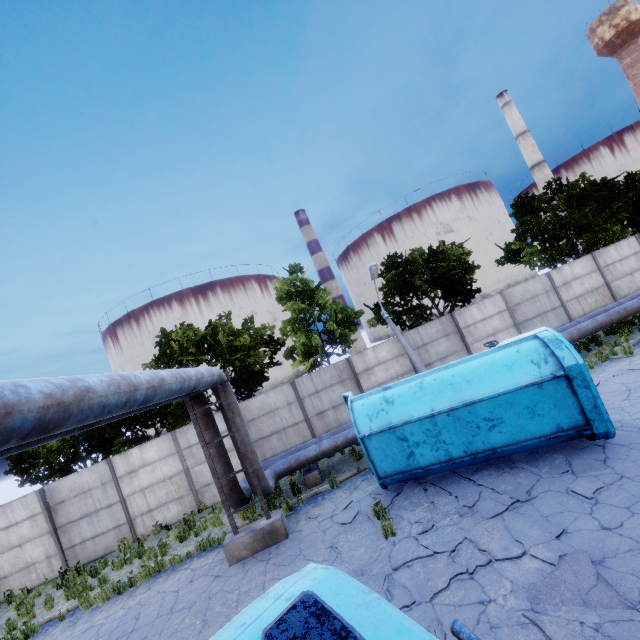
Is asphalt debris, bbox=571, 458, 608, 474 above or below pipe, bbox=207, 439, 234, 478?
below

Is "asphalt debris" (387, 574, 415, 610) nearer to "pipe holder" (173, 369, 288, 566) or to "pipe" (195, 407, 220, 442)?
"pipe holder" (173, 369, 288, 566)

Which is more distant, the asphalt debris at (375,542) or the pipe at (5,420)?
the asphalt debris at (375,542)

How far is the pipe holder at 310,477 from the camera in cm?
1179

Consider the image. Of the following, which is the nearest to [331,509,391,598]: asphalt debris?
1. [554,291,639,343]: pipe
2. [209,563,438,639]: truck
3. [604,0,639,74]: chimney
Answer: [209,563,438,639]: truck

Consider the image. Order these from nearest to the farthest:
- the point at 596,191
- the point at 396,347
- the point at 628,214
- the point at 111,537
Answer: the point at 111,537
the point at 396,347
the point at 596,191
the point at 628,214

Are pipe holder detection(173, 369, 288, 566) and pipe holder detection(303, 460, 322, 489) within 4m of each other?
yes
